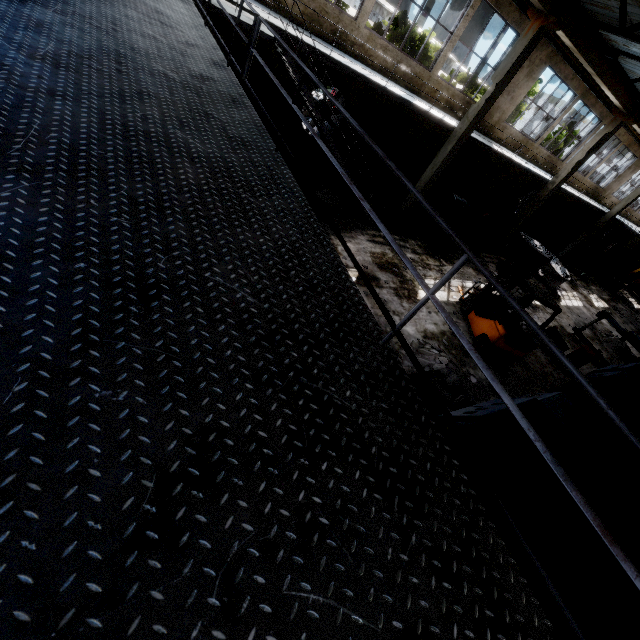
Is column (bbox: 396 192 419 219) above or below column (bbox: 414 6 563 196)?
below

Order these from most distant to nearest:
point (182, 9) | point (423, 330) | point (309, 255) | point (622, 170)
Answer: point (622, 170) → point (423, 330) → point (182, 9) → point (309, 255)

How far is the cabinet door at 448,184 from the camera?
17.7m

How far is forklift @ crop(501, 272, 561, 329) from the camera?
9.23m

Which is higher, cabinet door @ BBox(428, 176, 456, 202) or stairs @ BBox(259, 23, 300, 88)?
stairs @ BBox(259, 23, 300, 88)

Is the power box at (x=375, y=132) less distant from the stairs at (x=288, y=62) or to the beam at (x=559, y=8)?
the stairs at (x=288, y=62)

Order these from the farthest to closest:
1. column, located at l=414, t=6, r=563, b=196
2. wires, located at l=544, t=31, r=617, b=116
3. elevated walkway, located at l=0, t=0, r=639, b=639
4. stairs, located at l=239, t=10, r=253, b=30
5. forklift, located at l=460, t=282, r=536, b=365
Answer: wires, located at l=544, t=31, r=617, b=116
column, located at l=414, t=6, r=563, b=196
forklift, located at l=460, t=282, r=536, b=365
stairs, located at l=239, t=10, r=253, b=30
elevated walkway, located at l=0, t=0, r=639, b=639

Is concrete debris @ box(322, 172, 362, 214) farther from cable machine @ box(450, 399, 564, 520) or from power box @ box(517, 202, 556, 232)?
power box @ box(517, 202, 556, 232)
